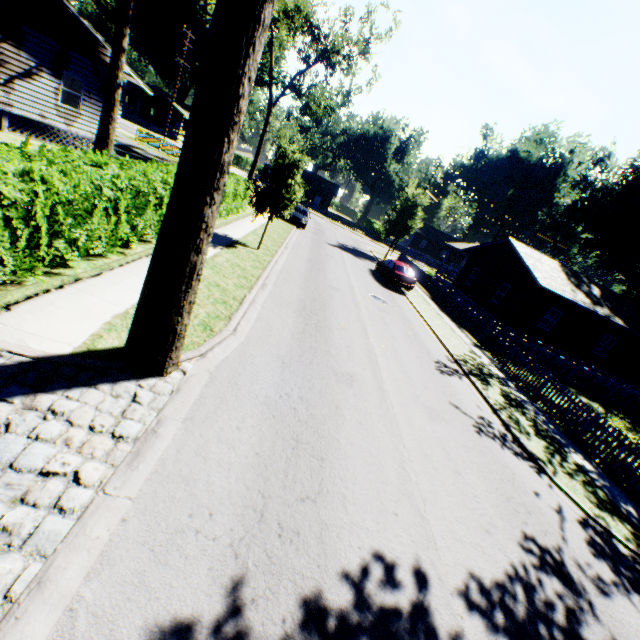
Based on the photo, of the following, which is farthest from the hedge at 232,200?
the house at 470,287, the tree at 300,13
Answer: the house at 470,287

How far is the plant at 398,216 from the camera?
32.00m

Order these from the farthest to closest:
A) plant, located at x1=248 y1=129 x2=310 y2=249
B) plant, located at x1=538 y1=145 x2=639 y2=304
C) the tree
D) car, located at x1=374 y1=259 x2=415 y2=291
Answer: plant, located at x1=538 y1=145 x2=639 y2=304, the tree, car, located at x1=374 y1=259 x2=415 y2=291, plant, located at x1=248 y1=129 x2=310 y2=249

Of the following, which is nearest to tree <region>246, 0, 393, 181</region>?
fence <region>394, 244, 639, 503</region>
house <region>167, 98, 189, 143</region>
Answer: fence <region>394, 244, 639, 503</region>

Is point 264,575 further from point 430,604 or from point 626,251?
point 626,251

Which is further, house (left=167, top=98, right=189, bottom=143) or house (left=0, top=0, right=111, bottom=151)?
house (left=167, top=98, right=189, bottom=143)

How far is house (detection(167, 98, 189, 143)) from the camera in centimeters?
5509cm

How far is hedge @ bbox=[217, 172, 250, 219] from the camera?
16.9m
